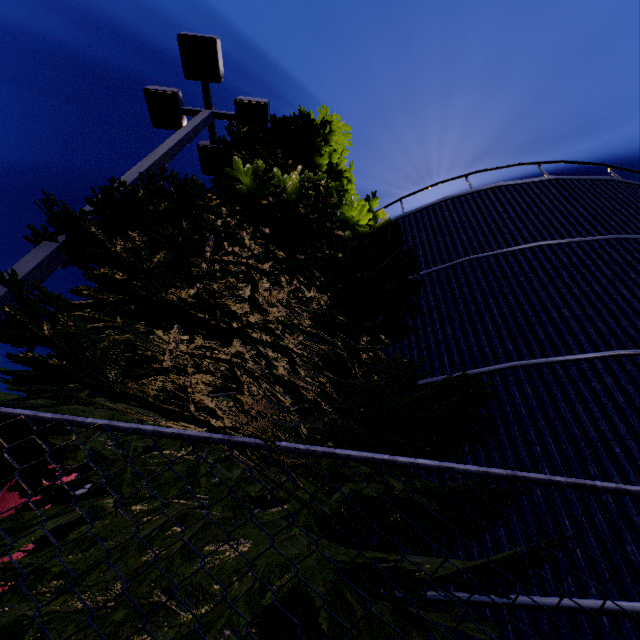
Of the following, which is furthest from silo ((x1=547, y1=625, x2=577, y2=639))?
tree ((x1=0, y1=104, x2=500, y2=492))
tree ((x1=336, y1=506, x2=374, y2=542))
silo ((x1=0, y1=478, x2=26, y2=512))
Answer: silo ((x1=0, y1=478, x2=26, y2=512))

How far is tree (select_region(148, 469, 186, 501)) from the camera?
2.0 meters

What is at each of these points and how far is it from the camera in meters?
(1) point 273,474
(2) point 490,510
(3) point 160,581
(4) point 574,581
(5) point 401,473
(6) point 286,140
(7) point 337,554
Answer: (1) tree, 1.4
(2) tree, 2.6
(3) tree, 1.6
(4) silo, 3.6
(5) tree, 3.3
(6) tree, 5.2
(7) tree, 2.0

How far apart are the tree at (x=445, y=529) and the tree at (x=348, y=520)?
0.5m

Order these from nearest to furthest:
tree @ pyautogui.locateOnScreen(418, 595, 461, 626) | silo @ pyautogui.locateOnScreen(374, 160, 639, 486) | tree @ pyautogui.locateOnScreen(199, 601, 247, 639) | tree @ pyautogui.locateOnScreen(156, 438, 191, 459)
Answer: tree @ pyautogui.locateOnScreen(199, 601, 247, 639), tree @ pyautogui.locateOnScreen(156, 438, 191, 459), tree @ pyautogui.locateOnScreen(418, 595, 461, 626), silo @ pyautogui.locateOnScreen(374, 160, 639, 486)

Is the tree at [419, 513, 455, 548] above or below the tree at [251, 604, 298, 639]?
above

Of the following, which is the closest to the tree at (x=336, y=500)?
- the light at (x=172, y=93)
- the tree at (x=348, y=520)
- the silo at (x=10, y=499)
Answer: the light at (x=172, y=93)
